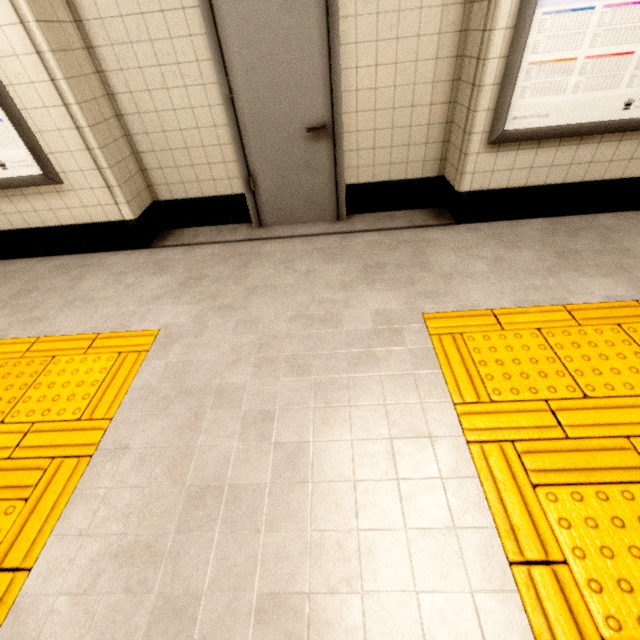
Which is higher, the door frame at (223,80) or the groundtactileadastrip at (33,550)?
the door frame at (223,80)

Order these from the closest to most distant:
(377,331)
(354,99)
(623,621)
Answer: (623,621) < (377,331) < (354,99)

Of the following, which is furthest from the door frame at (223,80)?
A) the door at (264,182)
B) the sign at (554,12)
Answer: the sign at (554,12)

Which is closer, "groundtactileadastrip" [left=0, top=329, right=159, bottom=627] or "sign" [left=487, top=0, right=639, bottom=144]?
"groundtactileadastrip" [left=0, top=329, right=159, bottom=627]

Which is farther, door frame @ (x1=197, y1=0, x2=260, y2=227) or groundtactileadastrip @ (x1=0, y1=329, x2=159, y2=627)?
door frame @ (x1=197, y1=0, x2=260, y2=227)

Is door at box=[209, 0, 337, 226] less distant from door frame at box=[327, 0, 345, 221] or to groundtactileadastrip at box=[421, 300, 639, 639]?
door frame at box=[327, 0, 345, 221]

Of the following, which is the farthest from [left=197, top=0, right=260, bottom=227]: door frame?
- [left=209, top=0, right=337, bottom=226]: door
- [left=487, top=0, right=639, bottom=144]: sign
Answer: [left=487, top=0, right=639, bottom=144]: sign
